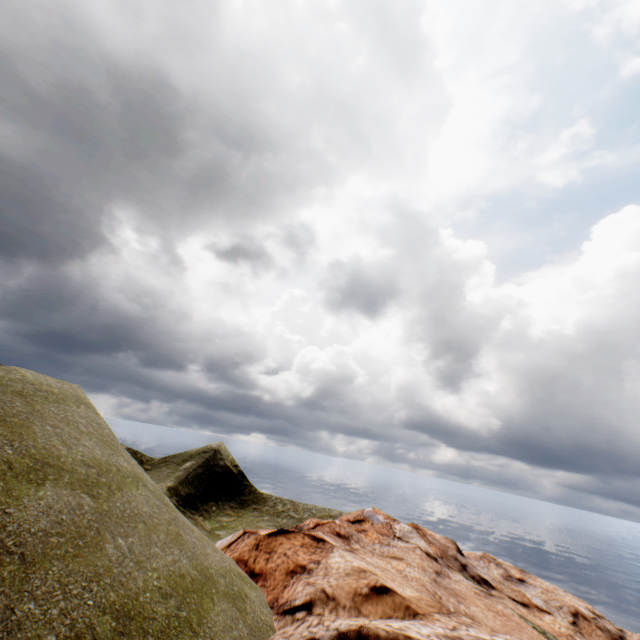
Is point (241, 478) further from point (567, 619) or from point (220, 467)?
point (567, 619)
